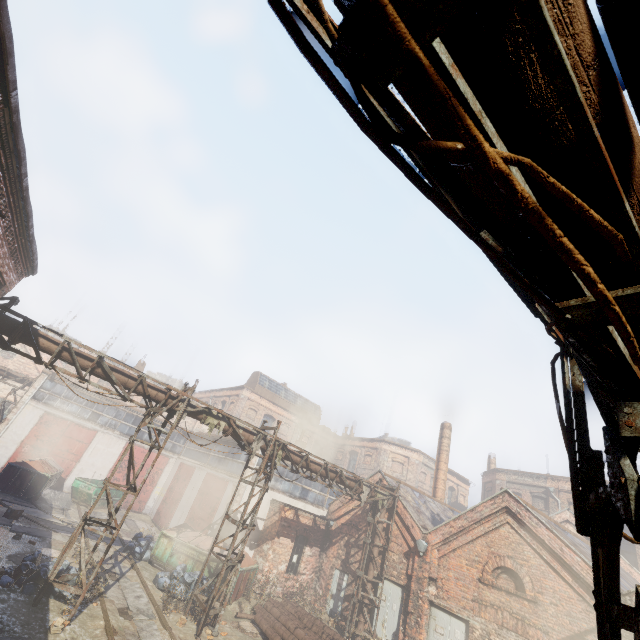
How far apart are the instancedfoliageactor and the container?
14.4 meters

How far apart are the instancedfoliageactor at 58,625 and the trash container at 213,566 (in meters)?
6.41

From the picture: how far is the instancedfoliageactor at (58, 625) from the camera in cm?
787

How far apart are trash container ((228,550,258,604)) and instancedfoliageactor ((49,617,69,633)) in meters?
6.4 m

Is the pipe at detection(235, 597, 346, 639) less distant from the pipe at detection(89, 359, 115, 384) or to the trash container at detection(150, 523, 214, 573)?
the trash container at detection(150, 523, 214, 573)

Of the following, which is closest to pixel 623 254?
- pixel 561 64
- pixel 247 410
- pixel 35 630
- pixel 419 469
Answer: pixel 561 64

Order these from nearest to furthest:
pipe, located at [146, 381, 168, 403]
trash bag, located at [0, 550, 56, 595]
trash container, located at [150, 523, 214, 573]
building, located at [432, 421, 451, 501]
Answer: trash bag, located at [0, 550, 56, 595], pipe, located at [146, 381, 168, 403], trash container, located at [150, 523, 214, 573], building, located at [432, 421, 451, 501]

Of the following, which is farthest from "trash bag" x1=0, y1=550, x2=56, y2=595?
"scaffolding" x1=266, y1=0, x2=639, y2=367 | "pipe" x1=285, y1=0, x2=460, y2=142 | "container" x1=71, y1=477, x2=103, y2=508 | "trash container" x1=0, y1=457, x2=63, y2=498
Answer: "scaffolding" x1=266, y1=0, x2=639, y2=367
